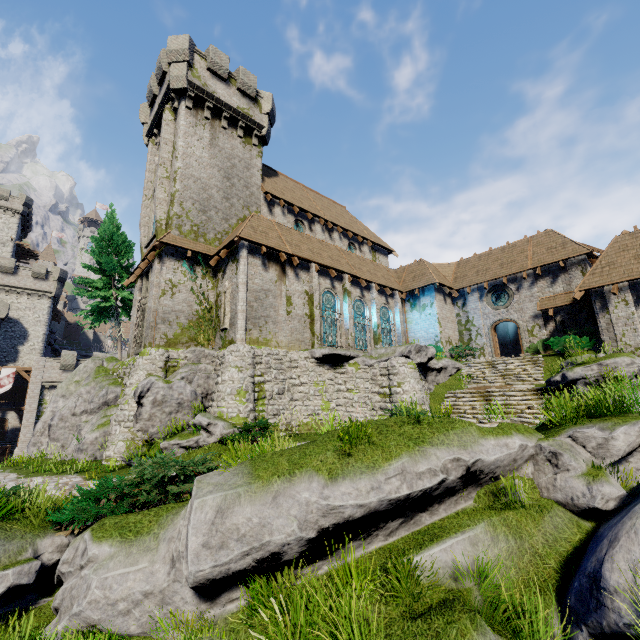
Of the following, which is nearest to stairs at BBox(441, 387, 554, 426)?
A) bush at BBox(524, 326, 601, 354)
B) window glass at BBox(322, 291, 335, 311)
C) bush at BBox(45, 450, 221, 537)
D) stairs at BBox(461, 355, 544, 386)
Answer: Result: stairs at BBox(461, 355, 544, 386)

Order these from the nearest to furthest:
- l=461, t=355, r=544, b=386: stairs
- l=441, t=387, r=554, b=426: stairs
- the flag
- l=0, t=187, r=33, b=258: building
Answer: l=441, t=387, r=554, b=426: stairs, l=461, t=355, r=544, b=386: stairs, the flag, l=0, t=187, r=33, b=258: building

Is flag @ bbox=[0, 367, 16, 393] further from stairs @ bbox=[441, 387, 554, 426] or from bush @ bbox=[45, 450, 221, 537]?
stairs @ bbox=[441, 387, 554, 426]

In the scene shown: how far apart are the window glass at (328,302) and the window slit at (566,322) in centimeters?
1443cm

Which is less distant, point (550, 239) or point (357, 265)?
point (550, 239)

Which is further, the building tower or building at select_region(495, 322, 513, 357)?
the building tower

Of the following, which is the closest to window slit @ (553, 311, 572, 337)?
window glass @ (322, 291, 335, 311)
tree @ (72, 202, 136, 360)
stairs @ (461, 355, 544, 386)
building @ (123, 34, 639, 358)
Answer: building @ (123, 34, 639, 358)

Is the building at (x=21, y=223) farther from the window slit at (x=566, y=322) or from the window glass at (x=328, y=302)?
the window slit at (x=566, y=322)
